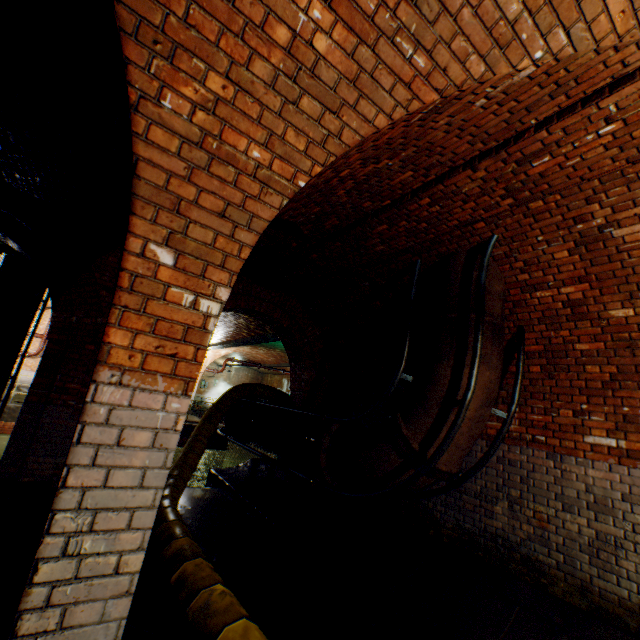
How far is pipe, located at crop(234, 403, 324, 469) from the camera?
6.05m

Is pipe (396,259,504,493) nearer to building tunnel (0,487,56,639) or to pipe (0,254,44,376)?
building tunnel (0,487,56,639)

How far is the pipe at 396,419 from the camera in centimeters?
405cm

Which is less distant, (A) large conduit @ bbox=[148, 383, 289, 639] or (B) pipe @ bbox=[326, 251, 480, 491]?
(A) large conduit @ bbox=[148, 383, 289, 639]

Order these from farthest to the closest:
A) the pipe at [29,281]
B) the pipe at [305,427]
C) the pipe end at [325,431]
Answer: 1. the pipe at [29,281]
2. the pipe at [305,427]
3. the pipe end at [325,431]

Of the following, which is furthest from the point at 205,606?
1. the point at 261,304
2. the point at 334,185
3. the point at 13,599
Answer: the point at 261,304

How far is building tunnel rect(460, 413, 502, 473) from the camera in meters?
4.7 m

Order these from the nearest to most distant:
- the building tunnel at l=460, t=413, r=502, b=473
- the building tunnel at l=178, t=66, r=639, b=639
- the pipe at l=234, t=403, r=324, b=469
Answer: the building tunnel at l=178, t=66, r=639, b=639 < the building tunnel at l=460, t=413, r=502, b=473 < the pipe at l=234, t=403, r=324, b=469
